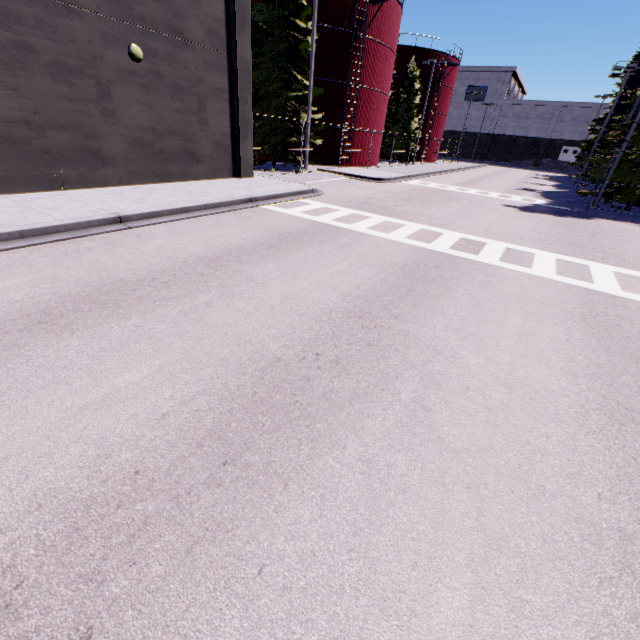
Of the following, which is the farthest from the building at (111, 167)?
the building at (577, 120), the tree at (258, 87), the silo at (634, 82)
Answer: the building at (577, 120)

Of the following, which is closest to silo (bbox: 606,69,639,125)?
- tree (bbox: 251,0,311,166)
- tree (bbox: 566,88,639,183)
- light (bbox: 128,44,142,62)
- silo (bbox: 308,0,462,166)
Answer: tree (bbox: 566,88,639,183)

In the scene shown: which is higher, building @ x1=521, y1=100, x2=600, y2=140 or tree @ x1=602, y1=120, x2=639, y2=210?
building @ x1=521, y1=100, x2=600, y2=140

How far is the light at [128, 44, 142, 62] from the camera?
10.8 meters

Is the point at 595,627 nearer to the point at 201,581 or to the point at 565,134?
the point at 201,581

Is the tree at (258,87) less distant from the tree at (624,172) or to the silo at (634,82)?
the tree at (624,172)

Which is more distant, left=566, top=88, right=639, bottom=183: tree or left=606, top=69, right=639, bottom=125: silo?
left=606, top=69, right=639, bottom=125: silo

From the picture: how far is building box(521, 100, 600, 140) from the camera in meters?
56.4
